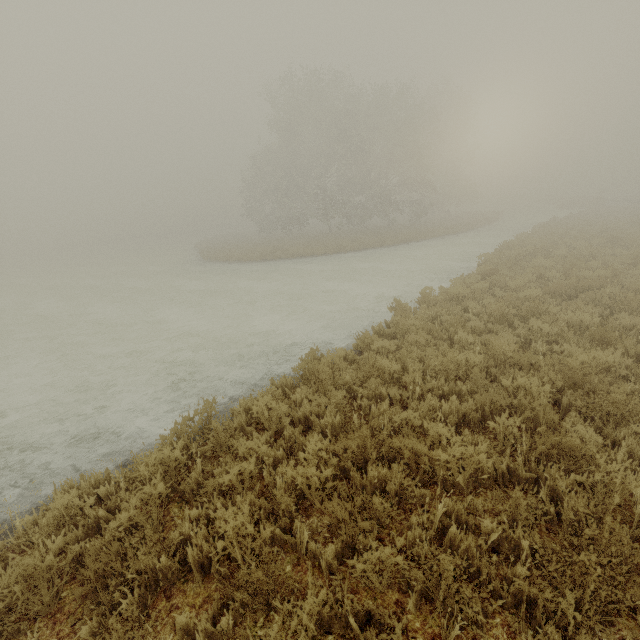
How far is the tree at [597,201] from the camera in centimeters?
3791cm

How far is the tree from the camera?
37.9 meters

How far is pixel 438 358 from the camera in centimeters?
612cm
